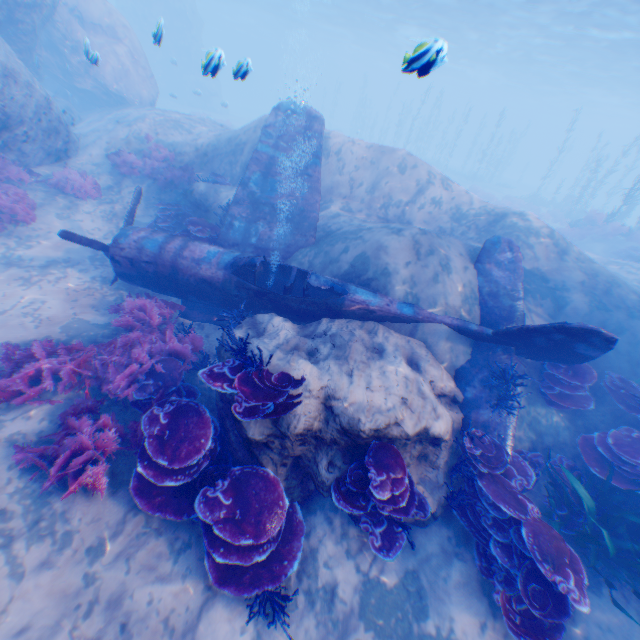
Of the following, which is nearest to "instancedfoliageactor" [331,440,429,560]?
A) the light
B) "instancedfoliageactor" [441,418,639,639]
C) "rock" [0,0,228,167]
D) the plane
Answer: "rock" [0,0,228,167]

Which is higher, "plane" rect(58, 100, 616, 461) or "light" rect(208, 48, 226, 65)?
"light" rect(208, 48, 226, 65)

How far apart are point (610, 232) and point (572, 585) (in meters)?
23.35

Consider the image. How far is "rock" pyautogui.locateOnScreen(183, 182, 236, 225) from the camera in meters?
10.3

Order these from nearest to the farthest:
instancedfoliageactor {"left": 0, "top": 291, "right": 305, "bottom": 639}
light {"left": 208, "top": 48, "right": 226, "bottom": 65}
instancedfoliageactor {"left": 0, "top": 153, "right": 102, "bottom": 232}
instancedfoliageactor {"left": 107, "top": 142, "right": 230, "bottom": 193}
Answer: instancedfoliageactor {"left": 0, "top": 291, "right": 305, "bottom": 639} < light {"left": 208, "top": 48, "right": 226, "bottom": 65} < instancedfoliageactor {"left": 0, "top": 153, "right": 102, "bottom": 232} < instancedfoliageactor {"left": 107, "top": 142, "right": 230, "bottom": 193}

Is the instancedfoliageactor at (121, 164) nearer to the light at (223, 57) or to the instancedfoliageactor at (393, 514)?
the light at (223, 57)

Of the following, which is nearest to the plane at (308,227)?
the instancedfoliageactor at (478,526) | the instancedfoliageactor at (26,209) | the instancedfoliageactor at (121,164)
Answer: the instancedfoliageactor at (478,526)
